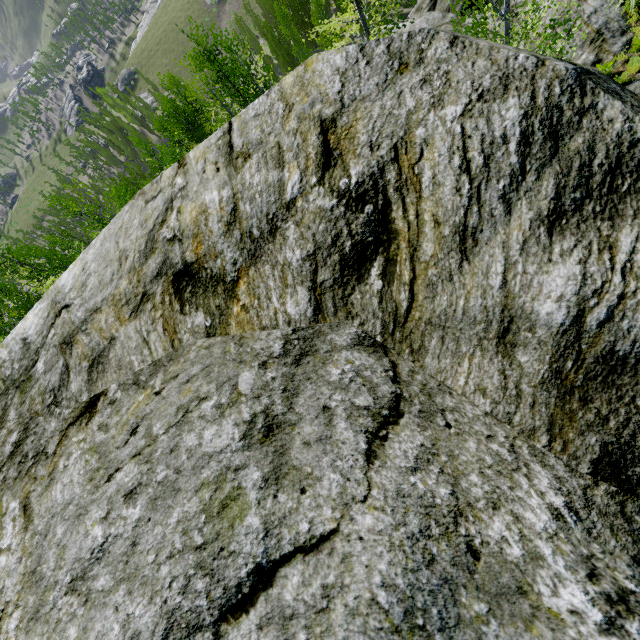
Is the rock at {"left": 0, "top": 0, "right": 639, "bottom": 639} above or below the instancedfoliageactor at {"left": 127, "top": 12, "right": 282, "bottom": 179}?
above

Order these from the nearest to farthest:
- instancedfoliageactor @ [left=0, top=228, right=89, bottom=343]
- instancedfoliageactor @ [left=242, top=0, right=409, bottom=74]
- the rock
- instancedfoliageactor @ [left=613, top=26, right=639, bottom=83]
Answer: the rock → instancedfoliageactor @ [left=613, top=26, right=639, bottom=83] → instancedfoliageactor @ [left=242, top=0, right=409, bottom=74] → instancedfoliageactor @ [left=0, top=228, right=89, bottom=343]

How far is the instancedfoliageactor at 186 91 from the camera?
13.8m

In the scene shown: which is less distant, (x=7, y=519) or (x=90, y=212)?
(x=7, y=519)

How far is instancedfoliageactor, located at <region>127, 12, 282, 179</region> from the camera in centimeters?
1381cm

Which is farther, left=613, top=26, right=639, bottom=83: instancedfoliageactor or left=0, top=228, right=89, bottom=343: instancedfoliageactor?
left=0, top=228, right=89, bottom=343: instancedfoliageactor

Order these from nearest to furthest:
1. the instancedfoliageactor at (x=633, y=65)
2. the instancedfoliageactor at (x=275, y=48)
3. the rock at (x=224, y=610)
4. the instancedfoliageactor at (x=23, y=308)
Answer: the rock at (x=224, y=610) → the instancedfoliageactor at (x=633, y=65) → the instancedfoliageactor at (x=275, y=48) → the instancedfoliageactor at (x=23, y=308)
